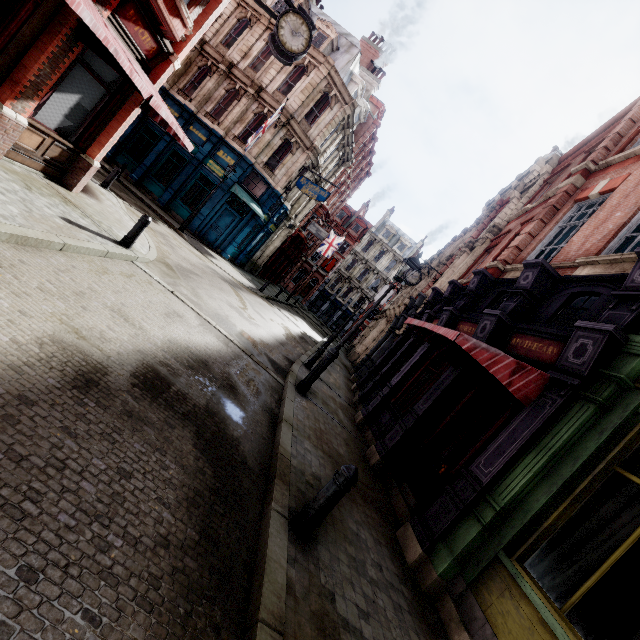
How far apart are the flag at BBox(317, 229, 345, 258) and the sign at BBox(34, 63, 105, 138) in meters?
29.3

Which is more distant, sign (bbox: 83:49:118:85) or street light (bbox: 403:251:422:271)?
street light (bbox: 403:251:422:271)

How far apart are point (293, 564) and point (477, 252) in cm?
1495

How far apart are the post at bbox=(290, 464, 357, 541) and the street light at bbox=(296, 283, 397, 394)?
4.7m

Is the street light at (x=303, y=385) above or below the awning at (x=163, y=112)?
below

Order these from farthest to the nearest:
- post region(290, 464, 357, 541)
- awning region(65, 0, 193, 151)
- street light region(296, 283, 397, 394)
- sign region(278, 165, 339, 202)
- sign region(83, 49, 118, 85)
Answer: sign region(278, 165, 339, 202), street light region(296, 283, 397, 394), sign region(83, 49, 118, 85), awning region(65, 0, 193, 151), post region(290, 464, 357, 541)

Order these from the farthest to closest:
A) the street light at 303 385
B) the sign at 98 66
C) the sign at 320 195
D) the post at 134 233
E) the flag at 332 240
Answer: the flag at 332 240, the sign at 320 195, the street light at 303 385, the post at 134 233, the sign at 98 66

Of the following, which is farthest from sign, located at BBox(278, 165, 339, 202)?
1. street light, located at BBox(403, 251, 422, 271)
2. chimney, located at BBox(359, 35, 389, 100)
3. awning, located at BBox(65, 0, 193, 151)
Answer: street light, located at BBox(403, 251, 422, 271)
